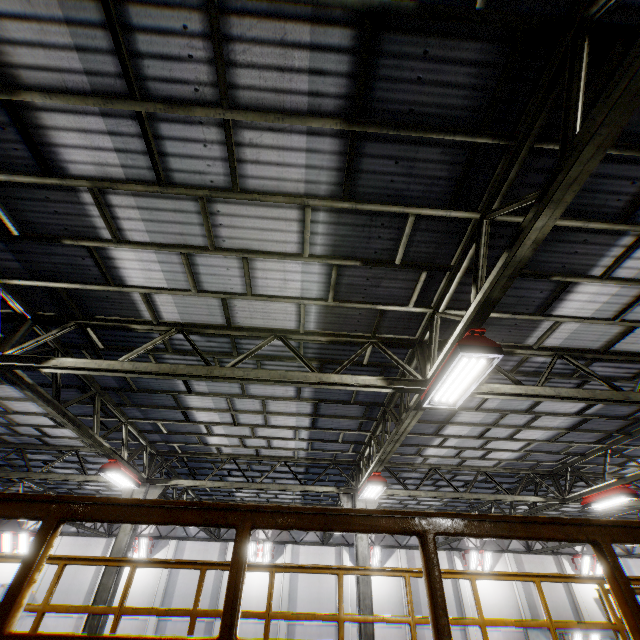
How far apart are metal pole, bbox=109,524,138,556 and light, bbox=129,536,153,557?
14.3 meters

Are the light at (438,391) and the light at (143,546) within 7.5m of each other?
no

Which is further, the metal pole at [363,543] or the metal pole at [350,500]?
the metal pole at [350,500]

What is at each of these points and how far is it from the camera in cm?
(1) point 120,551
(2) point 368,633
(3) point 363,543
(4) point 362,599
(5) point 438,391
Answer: (1) metal pole, 978
(2) metal pole, 899
(3) metal pole, 1036
(4) metal pole, 946
(5) light, 505

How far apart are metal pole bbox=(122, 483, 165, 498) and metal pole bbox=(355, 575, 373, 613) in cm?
603

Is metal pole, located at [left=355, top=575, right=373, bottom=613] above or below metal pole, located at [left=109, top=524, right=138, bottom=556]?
below

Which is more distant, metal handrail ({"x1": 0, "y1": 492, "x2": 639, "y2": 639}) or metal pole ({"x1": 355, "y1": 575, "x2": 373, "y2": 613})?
metal pole ({"x1": 355, "y1": 575, "x2": 373, "y2": 613})

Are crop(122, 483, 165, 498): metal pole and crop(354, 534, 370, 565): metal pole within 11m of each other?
yes
